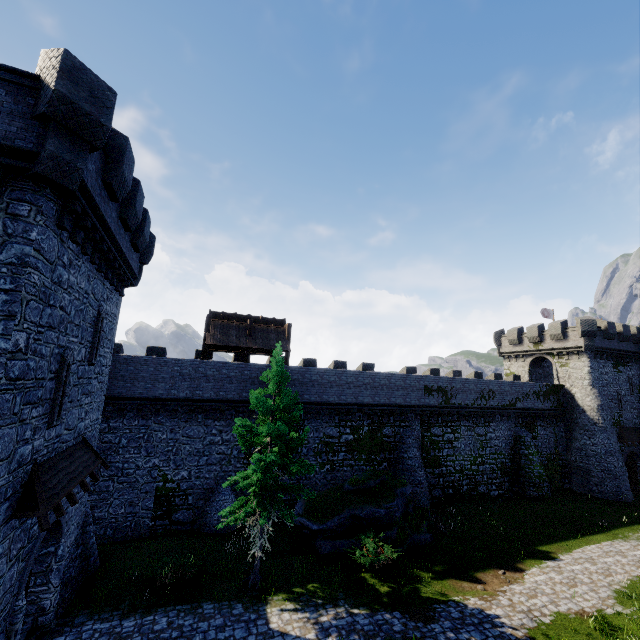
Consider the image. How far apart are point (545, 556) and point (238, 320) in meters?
24.4

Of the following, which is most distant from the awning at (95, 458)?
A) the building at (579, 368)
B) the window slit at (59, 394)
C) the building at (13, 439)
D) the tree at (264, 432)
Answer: the building at (579, 368)

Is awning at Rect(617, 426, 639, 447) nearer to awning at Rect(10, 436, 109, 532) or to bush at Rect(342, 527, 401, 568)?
bush at Rect(342, 527, 401, 568)

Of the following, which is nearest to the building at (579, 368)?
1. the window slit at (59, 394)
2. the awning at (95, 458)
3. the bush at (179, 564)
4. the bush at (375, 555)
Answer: the bush at (375, 555)

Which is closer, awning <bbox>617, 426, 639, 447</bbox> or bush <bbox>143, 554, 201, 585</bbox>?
bush <bbox>143, 554, 201, 585</bbox>

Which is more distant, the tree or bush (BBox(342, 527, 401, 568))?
bush (BBox(342, 527, 401, 568))

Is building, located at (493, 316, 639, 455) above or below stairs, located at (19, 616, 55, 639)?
above

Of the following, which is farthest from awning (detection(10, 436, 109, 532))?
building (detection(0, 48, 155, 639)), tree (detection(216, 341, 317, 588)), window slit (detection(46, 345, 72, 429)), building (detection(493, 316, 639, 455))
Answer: building (detection(493, 316, 639, 455))
